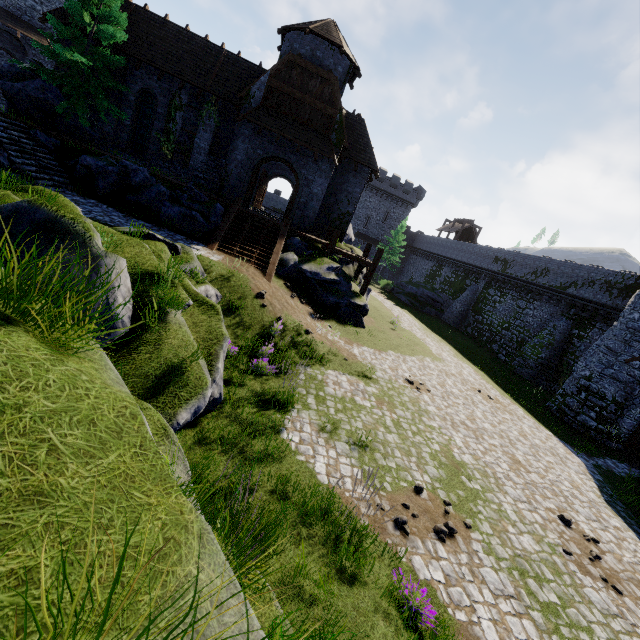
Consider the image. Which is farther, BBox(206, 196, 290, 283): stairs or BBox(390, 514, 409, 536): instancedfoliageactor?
BBox(206, 196, 290, 283): stairs

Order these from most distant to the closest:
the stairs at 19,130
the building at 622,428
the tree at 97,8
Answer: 1. the building at 622,428
2. the tree at 97,8
3. the stairs at 19,130

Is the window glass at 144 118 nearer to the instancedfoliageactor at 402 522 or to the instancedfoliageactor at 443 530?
the instancedfoliageactor at 402 522

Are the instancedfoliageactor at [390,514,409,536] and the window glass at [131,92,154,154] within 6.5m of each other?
no

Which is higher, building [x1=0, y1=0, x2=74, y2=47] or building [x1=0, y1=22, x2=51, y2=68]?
building [x1=0, y1=0, x2=74, y2=47]

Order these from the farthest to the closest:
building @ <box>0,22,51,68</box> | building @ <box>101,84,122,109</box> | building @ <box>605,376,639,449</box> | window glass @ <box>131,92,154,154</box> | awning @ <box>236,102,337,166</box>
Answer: building @ <box>0,22,51,68</box>, window glass @ <box>131,92,154,154</box>, building @ <box>101,84,122,109</box>, awning @ <box>236,102,337,166</box>, building @ <box>605,376,639,449</box>

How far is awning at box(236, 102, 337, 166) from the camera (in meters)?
18.75

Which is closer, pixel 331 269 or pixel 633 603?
pixel 633 603
